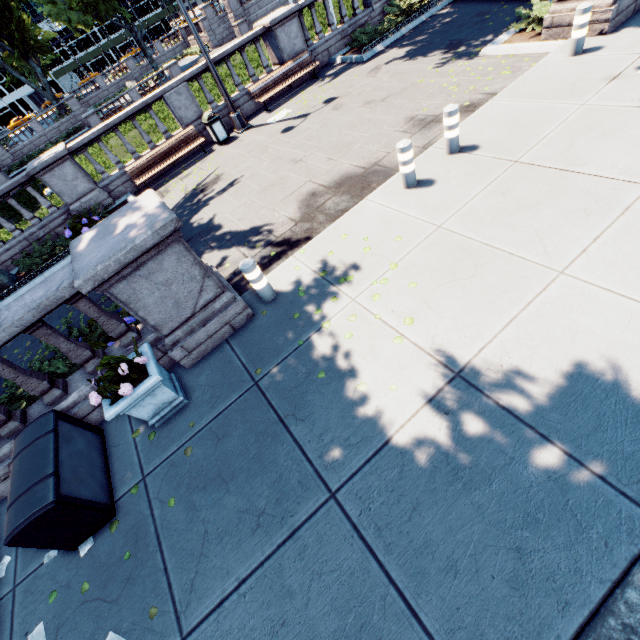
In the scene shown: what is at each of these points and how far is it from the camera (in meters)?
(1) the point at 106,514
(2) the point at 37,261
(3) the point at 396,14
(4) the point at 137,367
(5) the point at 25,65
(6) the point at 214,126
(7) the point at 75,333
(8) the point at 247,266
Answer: (1) container, 4.01
(2) bush, 10.57
(3) bush, 13.20
(4) plant, 4.38
(5) tree, 38.56
(6) garbage can, 11.75
(7) bush, 6.07
(8) pillar, 5.02

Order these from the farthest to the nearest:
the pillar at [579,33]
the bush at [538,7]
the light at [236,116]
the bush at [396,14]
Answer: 1. the bush at [396,14]
2. the light at [236,116]
3. the bush at [538,7]
4. the pillar at [579,33]

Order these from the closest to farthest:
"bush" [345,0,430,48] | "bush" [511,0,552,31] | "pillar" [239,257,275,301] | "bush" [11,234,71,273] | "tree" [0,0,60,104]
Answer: "pillar" [239,257,275,301] → "bush" [511,0,552,31] → "bush" [11,234,71,273] → "bush" [345,0,430,48] → "tree" [0,0,60,104]

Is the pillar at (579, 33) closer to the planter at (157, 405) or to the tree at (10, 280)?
the tree at (10, 280)

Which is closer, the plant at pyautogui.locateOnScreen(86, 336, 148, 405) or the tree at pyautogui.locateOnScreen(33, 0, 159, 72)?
the plant at pyautogui.locateOnScreen(86, 336, 148, 405)

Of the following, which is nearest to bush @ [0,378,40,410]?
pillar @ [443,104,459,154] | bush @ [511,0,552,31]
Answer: pillar @ [443,104,459,154]

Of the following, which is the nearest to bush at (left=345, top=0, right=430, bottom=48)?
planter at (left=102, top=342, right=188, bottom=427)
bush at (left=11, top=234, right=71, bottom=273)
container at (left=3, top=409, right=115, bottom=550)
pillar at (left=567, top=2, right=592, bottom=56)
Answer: pillar at (left=567, top=2, right=592, bottom=56)

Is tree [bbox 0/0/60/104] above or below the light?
above
